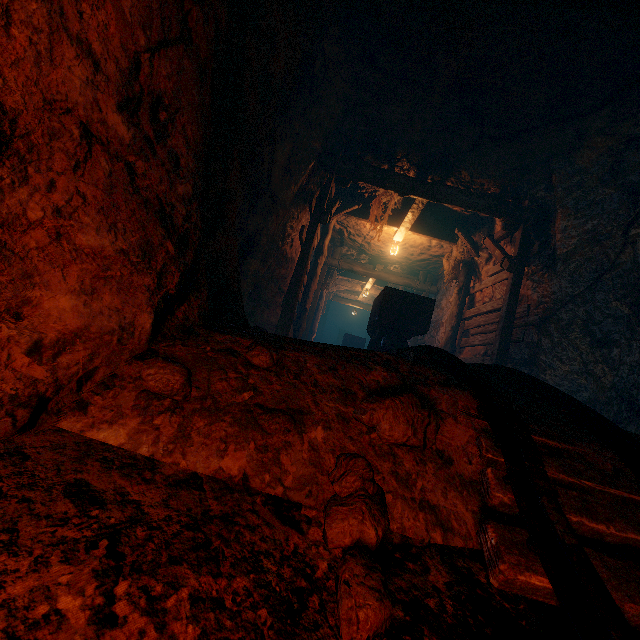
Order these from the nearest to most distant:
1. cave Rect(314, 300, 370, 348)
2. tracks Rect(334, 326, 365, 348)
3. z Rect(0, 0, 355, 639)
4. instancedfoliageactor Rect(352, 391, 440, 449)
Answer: z Rect(0, 0, 355, 639) → instancedfoliageactor Rect(352, 391, 440, 449) → tracks Rect(334, 326, 365, 348) → cave Rect(314, 300, 370, 348)

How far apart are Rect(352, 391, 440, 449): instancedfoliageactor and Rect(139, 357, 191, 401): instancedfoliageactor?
0.81m

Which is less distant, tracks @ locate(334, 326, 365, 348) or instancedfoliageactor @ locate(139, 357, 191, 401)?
instancedfoliageactor @ locate(139, 357, 191, 401)

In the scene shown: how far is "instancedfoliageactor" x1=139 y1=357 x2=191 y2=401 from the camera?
1.5m

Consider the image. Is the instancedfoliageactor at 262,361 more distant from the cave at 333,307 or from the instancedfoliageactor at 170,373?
the cave at 333,307

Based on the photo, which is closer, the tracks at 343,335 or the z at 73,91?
the z at 73,91

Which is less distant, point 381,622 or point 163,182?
point 381,622

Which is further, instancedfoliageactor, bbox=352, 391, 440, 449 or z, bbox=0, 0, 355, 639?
instancedfoliageactor, bbox=352, 391, 440, 449
